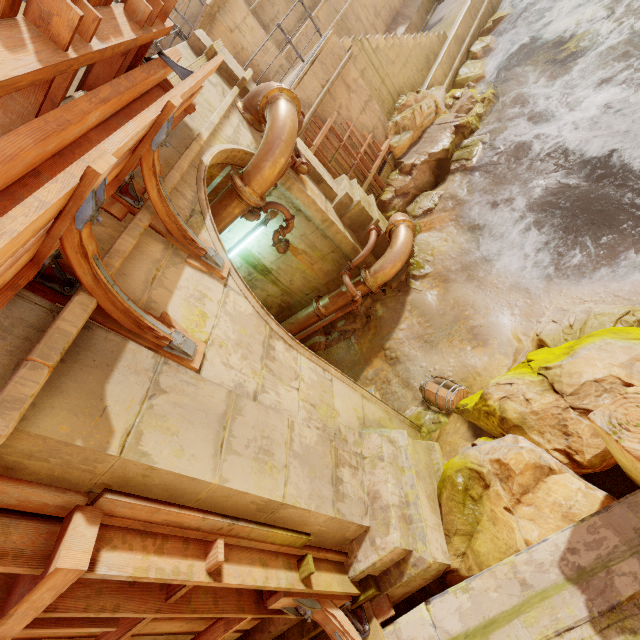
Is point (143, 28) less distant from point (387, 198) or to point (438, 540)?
point (438, 540)

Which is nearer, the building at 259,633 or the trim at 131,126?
the trim at 131,126

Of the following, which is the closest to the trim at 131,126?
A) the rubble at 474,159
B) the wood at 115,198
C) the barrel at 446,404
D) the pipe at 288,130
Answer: the wood at 115,198

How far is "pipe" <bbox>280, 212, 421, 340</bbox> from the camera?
7.4 meters

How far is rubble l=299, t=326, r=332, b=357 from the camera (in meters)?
8.74

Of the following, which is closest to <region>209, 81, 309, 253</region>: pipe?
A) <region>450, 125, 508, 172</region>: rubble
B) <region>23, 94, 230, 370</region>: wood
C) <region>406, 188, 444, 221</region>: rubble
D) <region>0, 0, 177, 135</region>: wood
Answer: <region>0, 0, 177, 135</region>: wood

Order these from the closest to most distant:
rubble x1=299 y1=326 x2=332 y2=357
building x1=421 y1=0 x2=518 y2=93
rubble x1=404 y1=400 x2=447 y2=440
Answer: rubble x1=404 y1=400 x2=447 y2=440 < rubble x1=299 y1=326 x2=332 y2=357 < building x1=421 y1=0 x2=518 y2=93

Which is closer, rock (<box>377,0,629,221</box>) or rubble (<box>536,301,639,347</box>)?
rubble (<box>536,301,639,347</box>)
